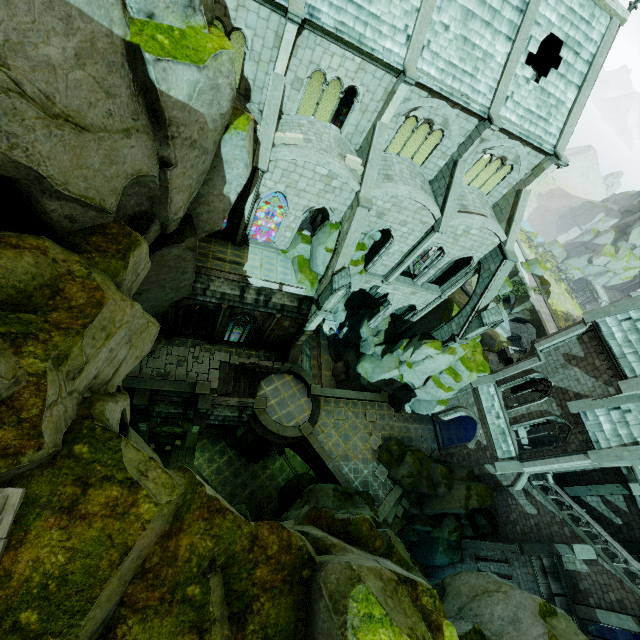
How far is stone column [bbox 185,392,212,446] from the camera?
22.5 meters

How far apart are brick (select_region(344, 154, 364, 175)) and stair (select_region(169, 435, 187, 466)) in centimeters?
2665cm

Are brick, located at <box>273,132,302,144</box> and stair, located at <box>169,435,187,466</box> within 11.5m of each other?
no

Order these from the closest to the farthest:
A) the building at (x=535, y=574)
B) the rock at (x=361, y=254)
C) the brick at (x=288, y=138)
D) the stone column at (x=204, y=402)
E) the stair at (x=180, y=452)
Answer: the brick at (x=288, y=138) → the building at (x=535, y=574) → the rock at (x=361, y=254) → the stone column at (x=204, y=402) → the stair at (x=180, y=452)

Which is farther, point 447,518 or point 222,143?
point 447,518

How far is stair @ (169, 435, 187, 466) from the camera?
28.9m

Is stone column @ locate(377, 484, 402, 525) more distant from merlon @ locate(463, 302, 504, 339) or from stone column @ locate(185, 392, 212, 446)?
stone column @ locate(185, 392, 212, 446)

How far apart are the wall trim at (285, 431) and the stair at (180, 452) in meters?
9.0 m
